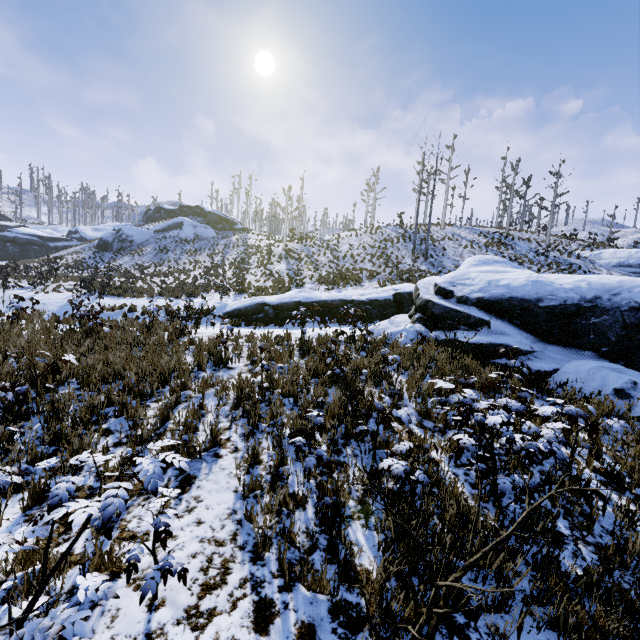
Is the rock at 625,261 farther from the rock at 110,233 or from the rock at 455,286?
the rock at 110,233

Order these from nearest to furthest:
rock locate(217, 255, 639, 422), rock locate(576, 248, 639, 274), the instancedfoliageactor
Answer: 1. the instancedfoliageactor
2. rock locate(217, 255, 639, 422)
3. rock locate(576, 248, 639, 274)

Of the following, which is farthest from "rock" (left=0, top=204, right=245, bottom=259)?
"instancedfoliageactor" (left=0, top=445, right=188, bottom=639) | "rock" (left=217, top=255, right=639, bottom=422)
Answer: "rock" (left=217, top=255, right=639, bottom=422)

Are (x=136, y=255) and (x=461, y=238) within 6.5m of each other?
no

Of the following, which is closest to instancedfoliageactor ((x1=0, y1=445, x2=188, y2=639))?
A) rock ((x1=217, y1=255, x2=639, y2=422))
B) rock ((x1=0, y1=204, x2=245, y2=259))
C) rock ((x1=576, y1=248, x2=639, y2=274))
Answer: rock ((x1=217, y1=255, x2=639, y2=422))

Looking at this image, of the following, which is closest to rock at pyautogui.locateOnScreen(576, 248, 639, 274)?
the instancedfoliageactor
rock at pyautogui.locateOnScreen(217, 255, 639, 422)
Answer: rock at pyautogui.locateOnScreen(217, 255, 639, 422)

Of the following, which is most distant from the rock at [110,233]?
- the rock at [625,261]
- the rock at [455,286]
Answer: the rock at [625,261]
